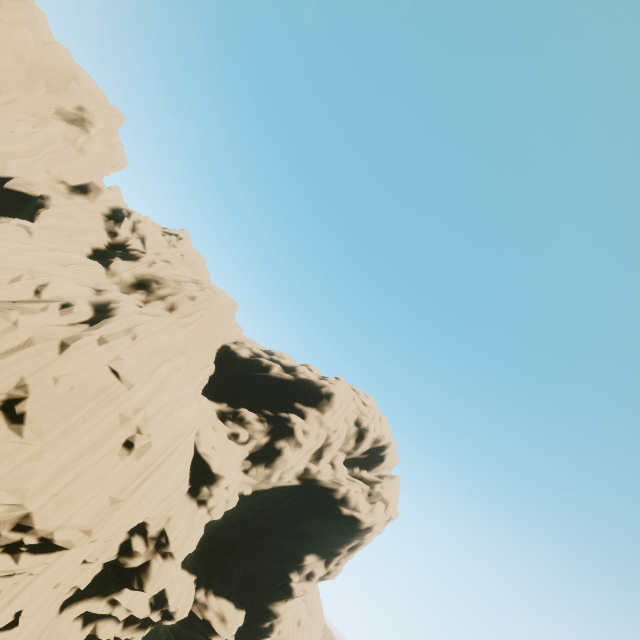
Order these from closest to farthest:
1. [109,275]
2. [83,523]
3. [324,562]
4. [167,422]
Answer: [83,523] → [167,422] → [109,275] → [324,562]
